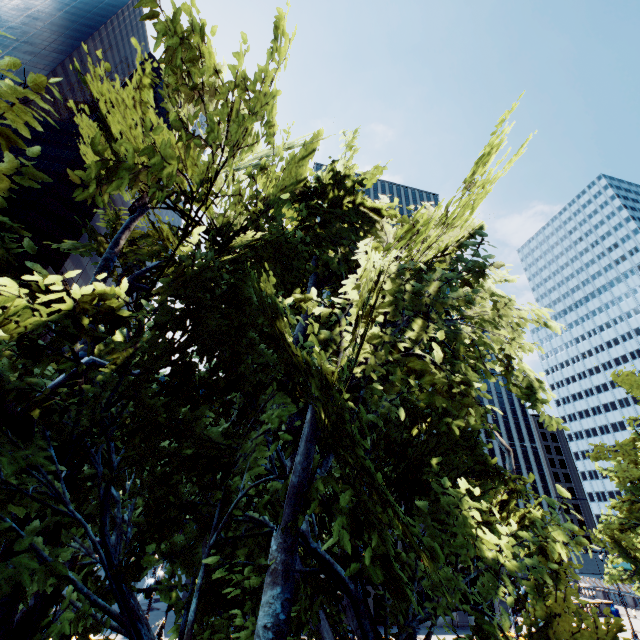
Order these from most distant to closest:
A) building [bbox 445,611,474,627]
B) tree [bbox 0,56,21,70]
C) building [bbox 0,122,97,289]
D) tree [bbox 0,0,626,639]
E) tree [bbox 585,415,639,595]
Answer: building [bbox 0,122,97,289]
building [bbox 445,611,474,627]
tree [bbox 585,415,639,595]
tree [bbox 0,0,626,639]
tree [bbox 0,56,21,70]

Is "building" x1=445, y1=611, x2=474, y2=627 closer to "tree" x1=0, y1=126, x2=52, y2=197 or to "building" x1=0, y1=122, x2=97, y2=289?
"tree" x1=0, y1=126, x2=52, y2=197

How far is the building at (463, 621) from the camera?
35.0m

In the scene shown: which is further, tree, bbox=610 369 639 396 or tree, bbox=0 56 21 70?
tree, bbox=610 369 639 396

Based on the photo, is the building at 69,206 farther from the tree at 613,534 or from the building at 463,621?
the tree at 613,534

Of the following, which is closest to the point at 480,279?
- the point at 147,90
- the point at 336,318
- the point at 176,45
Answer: the point at 336,318
